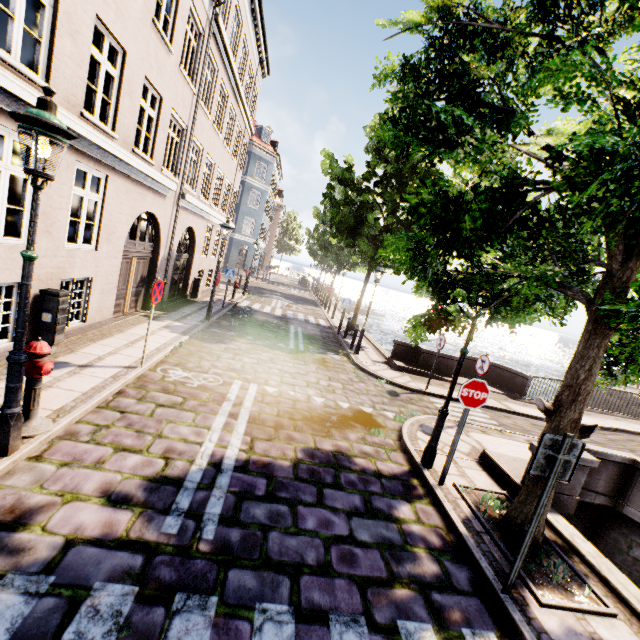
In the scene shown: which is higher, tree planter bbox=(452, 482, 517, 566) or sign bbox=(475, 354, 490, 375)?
sign bbox=(475, 354, 490, 375)

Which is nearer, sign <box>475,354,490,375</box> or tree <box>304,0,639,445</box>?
tree <box>304,0,639,445</box>

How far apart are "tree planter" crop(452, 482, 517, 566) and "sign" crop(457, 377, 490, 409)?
1.4m

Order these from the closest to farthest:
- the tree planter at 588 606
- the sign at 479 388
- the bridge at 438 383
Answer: the tree planter at 588 606
the sign at 479 388
the bridge at 438 383

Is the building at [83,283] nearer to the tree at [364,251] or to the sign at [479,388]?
the tree at [364,251]

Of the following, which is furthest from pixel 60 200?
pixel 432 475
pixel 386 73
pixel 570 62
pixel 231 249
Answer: pixel 231 249

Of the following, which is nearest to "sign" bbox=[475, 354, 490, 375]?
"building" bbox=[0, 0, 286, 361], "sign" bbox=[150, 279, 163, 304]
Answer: "sign" bbox=[150, 279, 163, 304]

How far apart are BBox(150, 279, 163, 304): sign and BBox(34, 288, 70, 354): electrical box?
1.6m
